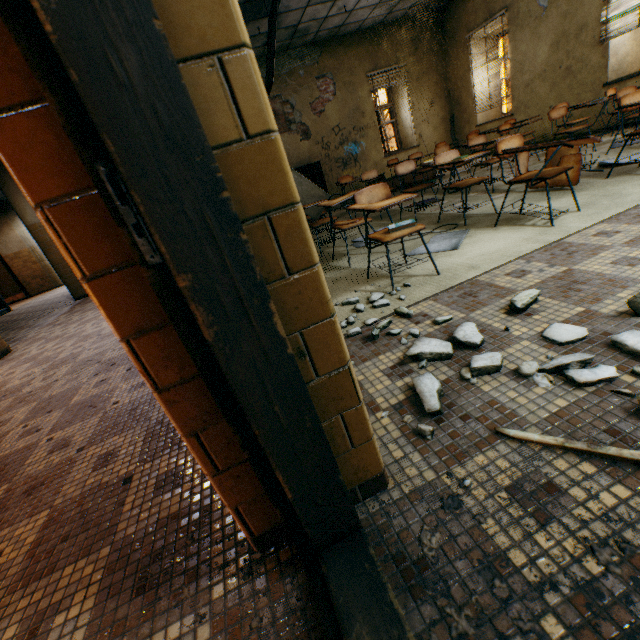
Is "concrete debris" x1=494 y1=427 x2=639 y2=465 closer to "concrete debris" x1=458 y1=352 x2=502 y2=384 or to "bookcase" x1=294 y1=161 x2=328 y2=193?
"concrete debris" x1=458 y1=352 x2=502 y2=384

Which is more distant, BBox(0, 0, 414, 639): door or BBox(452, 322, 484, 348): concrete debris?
BBox(452, 322, 484, 348): concrete debris

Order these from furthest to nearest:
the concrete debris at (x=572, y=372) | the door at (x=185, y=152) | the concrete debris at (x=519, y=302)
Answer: the concrete debris at (x=519, y=302), the concrete debris at (x=572, y=372), the door at (x=185, y=152)

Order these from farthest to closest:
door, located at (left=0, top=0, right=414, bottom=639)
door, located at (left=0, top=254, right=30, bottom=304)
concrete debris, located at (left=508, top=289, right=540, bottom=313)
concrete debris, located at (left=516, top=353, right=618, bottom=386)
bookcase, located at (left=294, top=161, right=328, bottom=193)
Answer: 1. door, located at (left=0, top=254, right=30, bottom=304)
2. bookcase, located at (left=294, top=161, right=328, bottom=193)
3. concrete debris, located at (left=508, top=289, right=540, bottom=313)
4. concrete debris, located at (left=516, top=353, right=618, bottom=386)
5. door, located at (left=0, top=0, right=414, bottom=639)

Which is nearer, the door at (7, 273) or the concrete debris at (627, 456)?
the concrete debris at (627, 456)

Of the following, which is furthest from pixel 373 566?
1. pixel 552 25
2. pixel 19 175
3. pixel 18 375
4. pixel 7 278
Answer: pixel 7 278

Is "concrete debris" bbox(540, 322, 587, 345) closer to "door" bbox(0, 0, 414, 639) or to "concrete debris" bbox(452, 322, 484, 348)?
"concrete debris" bbox(452, 322, 484, 348)

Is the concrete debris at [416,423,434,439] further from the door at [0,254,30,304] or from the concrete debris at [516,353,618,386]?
the door at [0,254,30,304]
